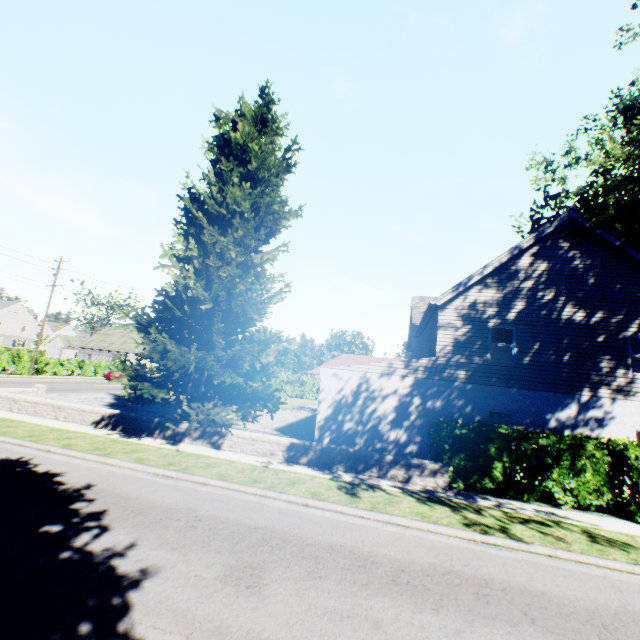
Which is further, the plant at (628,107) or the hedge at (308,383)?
the hedge at (308,383)

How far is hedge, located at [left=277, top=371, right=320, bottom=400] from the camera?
41.1 meters

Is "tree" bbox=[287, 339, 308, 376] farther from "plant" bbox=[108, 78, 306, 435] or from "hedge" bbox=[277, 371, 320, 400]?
"plant" bbox=[108, 78, 306, 435]

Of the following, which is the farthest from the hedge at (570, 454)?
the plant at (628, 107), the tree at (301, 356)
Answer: the plant at (628, 107)

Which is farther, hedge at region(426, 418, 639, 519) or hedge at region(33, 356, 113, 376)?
hedge at region(33, 356, 113, 376)

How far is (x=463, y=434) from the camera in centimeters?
1009cm

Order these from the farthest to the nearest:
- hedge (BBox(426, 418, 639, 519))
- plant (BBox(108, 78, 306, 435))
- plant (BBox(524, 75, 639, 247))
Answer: plant (BBox(108, 78, 306, 435)) < hedge (BBox(426, 418, 639, 519)) < plant (BBox(524, 75, 639, 247))
